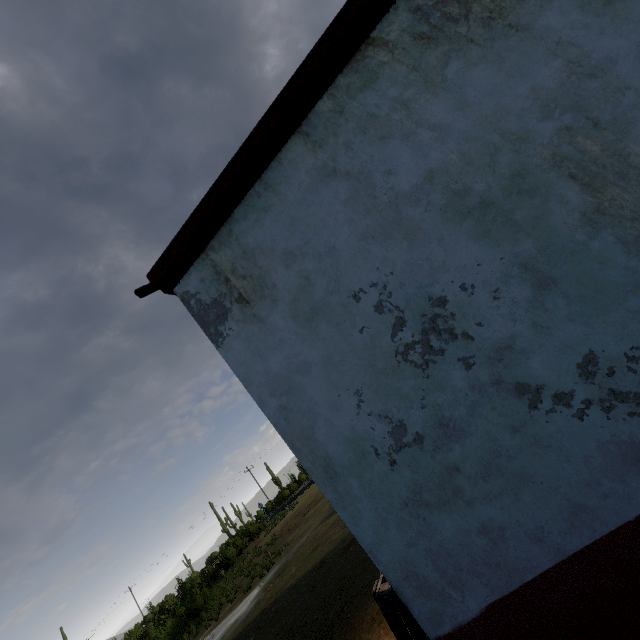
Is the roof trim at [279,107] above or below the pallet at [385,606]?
above

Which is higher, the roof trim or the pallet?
the roof trim

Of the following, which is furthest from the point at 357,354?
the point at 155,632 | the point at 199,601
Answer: the point at 155,632
